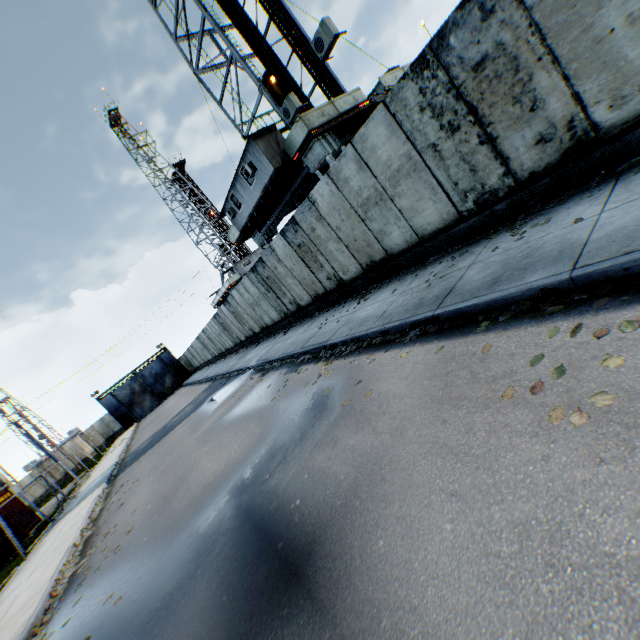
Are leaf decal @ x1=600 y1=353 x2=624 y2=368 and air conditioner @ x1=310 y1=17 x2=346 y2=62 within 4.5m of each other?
no

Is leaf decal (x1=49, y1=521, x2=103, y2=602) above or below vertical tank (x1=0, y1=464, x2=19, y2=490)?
below

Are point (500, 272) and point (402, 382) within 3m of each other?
yes

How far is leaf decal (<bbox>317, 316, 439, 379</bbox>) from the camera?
5.2m

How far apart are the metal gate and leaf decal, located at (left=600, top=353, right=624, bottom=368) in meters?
53.0 m

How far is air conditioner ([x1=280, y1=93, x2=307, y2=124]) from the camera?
11.74m

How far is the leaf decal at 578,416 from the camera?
2.2m
